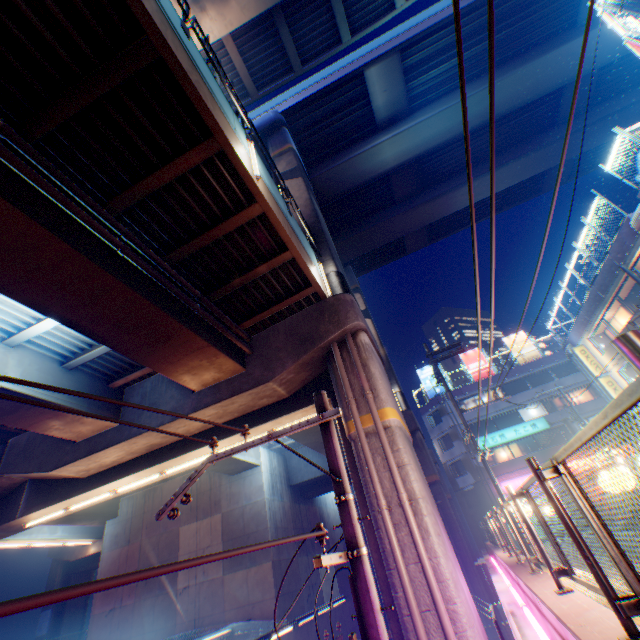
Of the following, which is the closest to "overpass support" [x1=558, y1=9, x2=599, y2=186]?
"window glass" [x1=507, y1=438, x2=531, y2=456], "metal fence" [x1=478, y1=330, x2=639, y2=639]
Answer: "metal fence" [x1=478, y1=330, x2=639, y2=639]

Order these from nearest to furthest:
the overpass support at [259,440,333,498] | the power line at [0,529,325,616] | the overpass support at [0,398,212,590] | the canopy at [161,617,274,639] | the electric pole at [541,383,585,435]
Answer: the power line at [0,529,325,616] < the overpass support at [0,398,212,590] < the canopy at [161,617,274,639] < the overpass support at [259,440,333,498] < the electric pole at [541,383,585,435]

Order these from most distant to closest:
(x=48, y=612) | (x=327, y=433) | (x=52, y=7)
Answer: (x=48, y=612) < (x=52, y=7) < (x=327, y=433)

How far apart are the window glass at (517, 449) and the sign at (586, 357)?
13.54m

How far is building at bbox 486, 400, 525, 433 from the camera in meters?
35.9

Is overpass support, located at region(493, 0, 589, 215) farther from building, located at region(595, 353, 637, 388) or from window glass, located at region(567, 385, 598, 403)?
window glass, located at region(567, 385, 598, 403)

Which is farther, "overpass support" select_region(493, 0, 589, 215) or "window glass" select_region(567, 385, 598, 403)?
"window glass" select_region(567, 385, 598, 403)

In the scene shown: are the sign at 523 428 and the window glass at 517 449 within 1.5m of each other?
yes
